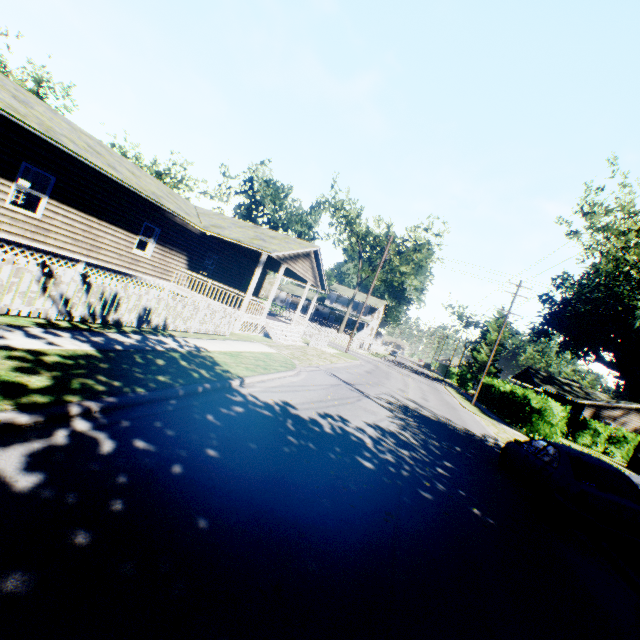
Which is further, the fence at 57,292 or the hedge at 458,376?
the hedge at 458,376

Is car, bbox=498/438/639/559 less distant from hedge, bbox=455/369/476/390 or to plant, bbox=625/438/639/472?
plant, bbox=625/438/639/472

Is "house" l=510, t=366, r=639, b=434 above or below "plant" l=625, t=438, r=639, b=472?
above

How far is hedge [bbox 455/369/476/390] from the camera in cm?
5141

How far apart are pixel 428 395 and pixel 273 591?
22.16m

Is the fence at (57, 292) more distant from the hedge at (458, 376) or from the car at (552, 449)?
the hedge at (458, 376)

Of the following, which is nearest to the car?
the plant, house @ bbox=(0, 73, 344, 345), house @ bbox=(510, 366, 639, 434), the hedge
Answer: house @ bbox=(0, 73, 344, 345)

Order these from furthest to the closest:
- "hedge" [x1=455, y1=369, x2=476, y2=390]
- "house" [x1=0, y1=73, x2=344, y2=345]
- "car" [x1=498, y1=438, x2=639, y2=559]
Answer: "hedge" [x1=455, y1=369, x2=476, y2=390] < "house" [x1=0, y1=73, x2=344, y2=345] < "car" [x1=498, y1=438, x2=639, y2=559]
